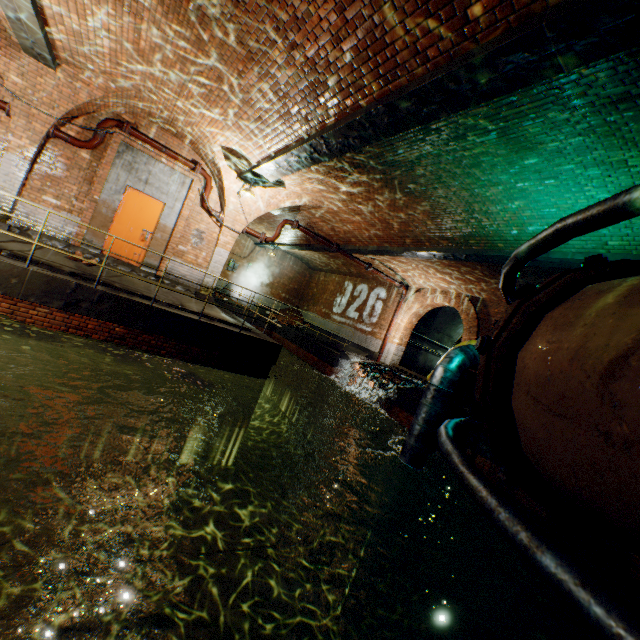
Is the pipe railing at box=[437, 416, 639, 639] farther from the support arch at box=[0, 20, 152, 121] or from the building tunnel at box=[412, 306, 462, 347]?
the support arch at box=[0, 20, 152, 121]

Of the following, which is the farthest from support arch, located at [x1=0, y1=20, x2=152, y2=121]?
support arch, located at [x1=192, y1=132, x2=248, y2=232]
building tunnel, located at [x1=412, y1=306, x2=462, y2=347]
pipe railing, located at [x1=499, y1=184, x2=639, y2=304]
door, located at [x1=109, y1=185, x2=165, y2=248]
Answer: building tunnel, located at [x1=412, y1=306, x2=462, y2=347]

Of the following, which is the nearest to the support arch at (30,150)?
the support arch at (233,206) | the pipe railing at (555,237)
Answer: the support arch at (233,206)

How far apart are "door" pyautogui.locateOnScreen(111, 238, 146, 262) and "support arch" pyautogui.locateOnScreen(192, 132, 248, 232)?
1.65m

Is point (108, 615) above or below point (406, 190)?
below

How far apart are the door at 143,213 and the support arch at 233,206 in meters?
1.7

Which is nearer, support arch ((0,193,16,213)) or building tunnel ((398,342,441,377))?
support arch ((0,193,16,213))
